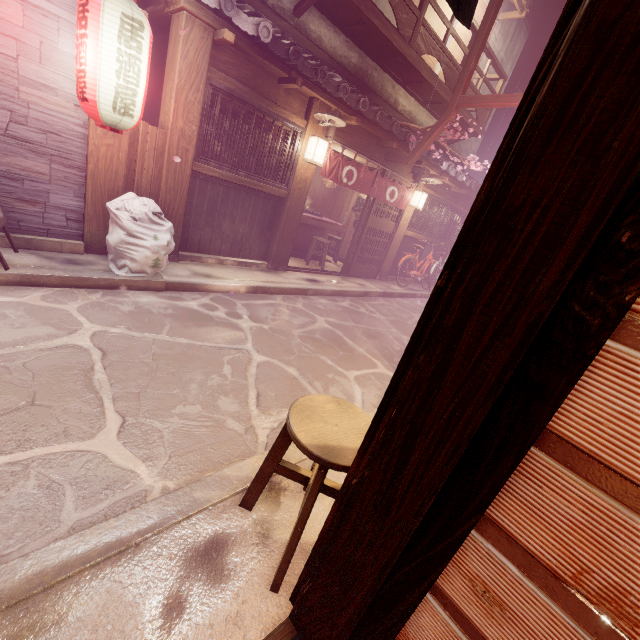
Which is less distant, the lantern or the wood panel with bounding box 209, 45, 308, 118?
the lantern

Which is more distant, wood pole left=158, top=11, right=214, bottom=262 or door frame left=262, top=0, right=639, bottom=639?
wood pole left=158, top=11, right=214, bottom=262

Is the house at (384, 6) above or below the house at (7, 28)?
above

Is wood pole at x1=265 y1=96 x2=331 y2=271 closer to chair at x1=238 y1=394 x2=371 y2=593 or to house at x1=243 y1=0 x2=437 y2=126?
chair at x1=238 y1=394 x2=371 y2=593

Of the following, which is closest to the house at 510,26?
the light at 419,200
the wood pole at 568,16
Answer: the wood pole at 568,16

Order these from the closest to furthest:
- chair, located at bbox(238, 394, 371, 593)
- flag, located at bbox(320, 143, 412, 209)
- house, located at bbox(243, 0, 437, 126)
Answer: chair, located at bbox(238, 394, 371, 593) → house, located at bbox(243, 0, 437, 126) → flag, located at bbox(320, 143, 412, 209)

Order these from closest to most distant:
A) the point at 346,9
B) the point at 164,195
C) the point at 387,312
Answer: the point at 164,195 → the point at 346,9 → the point at 387,312

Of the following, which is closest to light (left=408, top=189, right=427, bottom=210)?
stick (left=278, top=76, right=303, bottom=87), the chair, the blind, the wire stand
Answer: the wire stand
